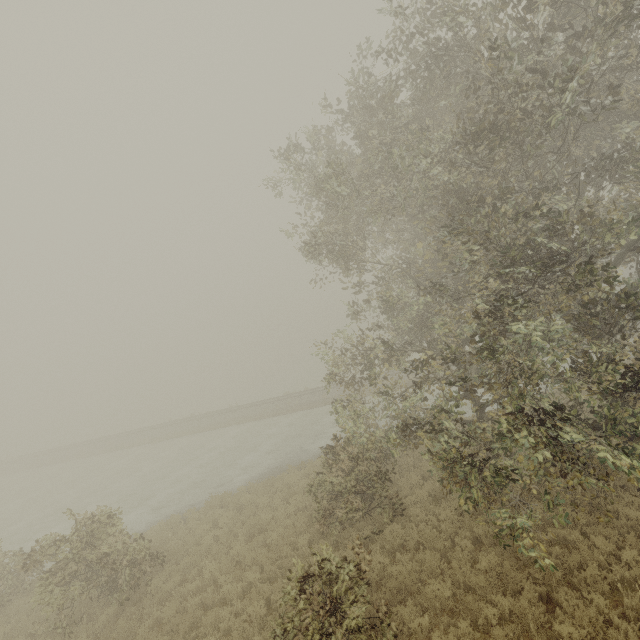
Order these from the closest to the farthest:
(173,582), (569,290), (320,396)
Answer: (569,290) < (173,582) < (320,396)
